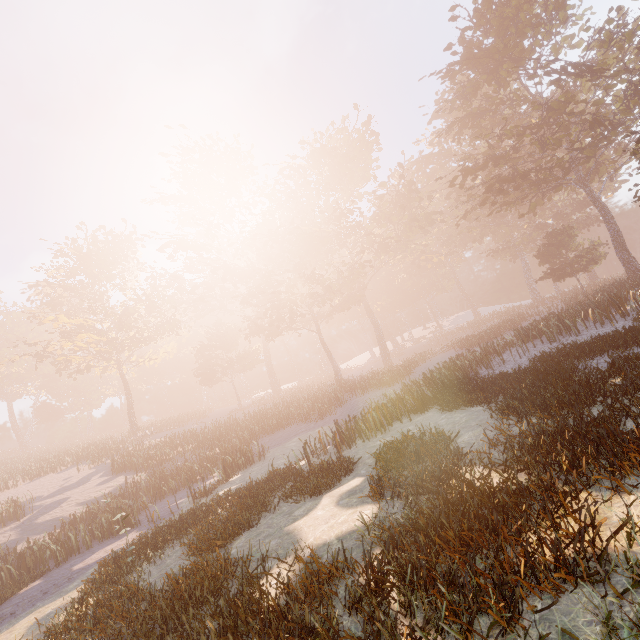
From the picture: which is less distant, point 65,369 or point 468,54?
point 468,54
